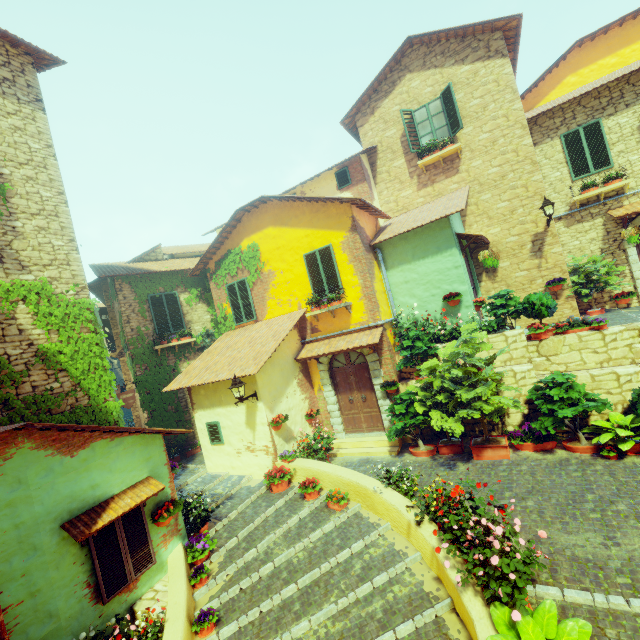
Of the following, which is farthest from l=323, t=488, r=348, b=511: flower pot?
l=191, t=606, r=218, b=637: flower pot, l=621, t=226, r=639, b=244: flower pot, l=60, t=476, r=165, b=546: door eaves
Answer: l=621, t=226, r=639, b=244: flower pot

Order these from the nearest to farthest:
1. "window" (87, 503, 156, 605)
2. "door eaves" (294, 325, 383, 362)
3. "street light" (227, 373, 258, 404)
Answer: "window" (87, 503, 156, 605), "street light" (227, 373, 258, 404), "door eaves" (294, 325, 383, 362)

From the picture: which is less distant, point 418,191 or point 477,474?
point 477,474

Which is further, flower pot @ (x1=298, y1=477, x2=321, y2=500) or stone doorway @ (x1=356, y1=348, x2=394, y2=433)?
stone doorway @ (x1=356, y1=348, x2=394, y2=433)

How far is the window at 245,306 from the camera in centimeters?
1220cm

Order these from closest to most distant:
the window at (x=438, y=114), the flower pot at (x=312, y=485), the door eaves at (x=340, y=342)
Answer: the flower pot at (x=312, y=485) → the door eaves at (x=340, y=342) → the window at (x=438, y=114)

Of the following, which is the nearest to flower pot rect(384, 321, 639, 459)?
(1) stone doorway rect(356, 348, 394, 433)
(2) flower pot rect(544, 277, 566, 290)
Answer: (1) stone doorway rect(356, 348, 394, 433)

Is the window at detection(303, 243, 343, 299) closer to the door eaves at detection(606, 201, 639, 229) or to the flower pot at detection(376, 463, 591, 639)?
the flower pot at detection(376, 463, 591, 639)
